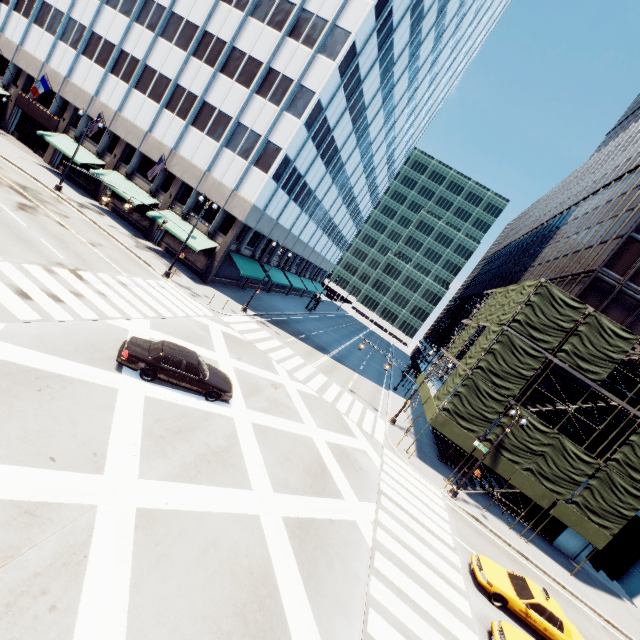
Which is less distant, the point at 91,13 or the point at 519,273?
the point at 91,13

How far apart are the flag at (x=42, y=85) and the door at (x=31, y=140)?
5.27m

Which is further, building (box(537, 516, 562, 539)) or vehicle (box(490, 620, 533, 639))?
building (box(537, 516, 562, 539))

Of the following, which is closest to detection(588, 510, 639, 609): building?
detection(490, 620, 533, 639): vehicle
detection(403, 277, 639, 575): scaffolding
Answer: detection(403, 277, 639, 575): scaffolding

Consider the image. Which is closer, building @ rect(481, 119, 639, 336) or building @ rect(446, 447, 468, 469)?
building @ rect(481, 119, 639, 336)

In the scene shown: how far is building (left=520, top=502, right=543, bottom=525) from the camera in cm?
2581

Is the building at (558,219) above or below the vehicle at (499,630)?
above

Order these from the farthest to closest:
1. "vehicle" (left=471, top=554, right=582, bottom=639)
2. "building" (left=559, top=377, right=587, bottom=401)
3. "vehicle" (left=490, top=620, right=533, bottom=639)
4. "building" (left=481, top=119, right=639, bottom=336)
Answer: "building" (left=559, top=377, right=587, bottom=401) → "building" (left=481, top=119, right=639, bottom=336) → "vehicle" (left=471, top=554, right=582, bottom=639) → "vehicle" (left=490, top=620, right=533, bottom=639)
